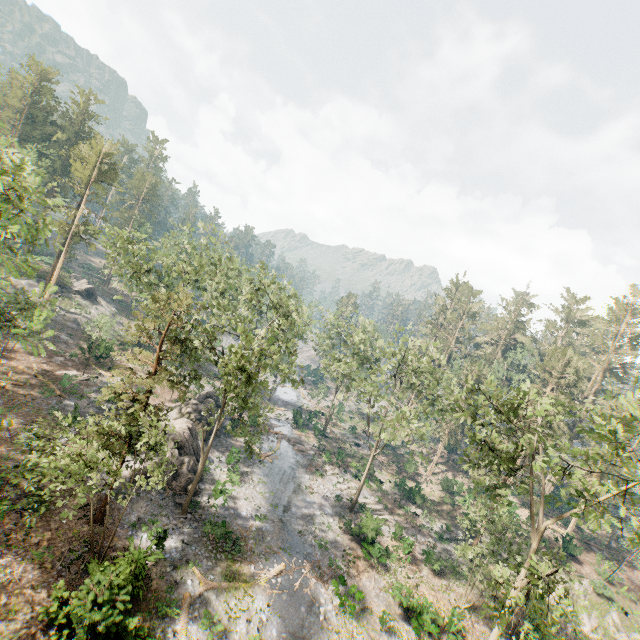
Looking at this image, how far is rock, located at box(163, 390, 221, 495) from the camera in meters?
25.6

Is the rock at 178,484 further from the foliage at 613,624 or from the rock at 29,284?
the rock at 29,284

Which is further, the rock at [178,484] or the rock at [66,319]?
the rock at [66,319]

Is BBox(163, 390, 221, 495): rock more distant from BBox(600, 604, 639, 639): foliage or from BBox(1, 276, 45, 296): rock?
BBox(1, 276, 45, 296): rock

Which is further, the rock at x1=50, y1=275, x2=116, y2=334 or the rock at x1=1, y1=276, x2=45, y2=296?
the rock at x1=50, y1=275, x2=116, y2=334

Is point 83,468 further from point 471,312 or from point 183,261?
point 471,312

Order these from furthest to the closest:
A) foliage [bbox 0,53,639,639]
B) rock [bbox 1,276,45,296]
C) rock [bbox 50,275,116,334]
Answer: rock [bbox 50,275,116,334], rock [bbox 1,276,45,296], foliage [bbox 0,53,639,639]

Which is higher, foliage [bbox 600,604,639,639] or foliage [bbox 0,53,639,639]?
foliage [bbox 0,53,639,639]
